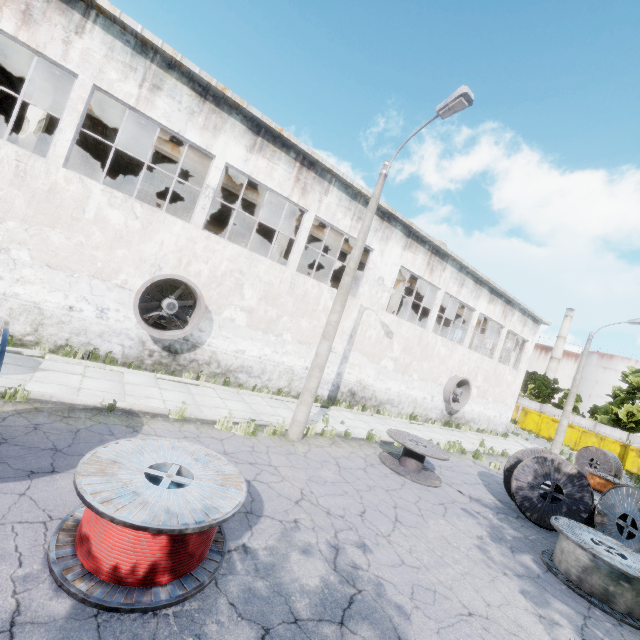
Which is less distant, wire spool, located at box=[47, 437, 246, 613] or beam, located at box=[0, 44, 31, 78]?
wire spool, located at box=[47, 437, 246, 613]

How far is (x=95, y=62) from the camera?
9.31m

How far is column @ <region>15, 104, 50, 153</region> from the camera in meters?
10.8

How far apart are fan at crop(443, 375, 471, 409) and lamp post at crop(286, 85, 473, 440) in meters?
13.3

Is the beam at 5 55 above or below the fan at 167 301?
above

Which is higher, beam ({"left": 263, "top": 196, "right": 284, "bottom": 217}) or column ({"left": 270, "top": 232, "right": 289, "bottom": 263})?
beam ({"left": 263, "top": 196, "right": 284, "bottom": 217})

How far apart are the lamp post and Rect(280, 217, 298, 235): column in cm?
672

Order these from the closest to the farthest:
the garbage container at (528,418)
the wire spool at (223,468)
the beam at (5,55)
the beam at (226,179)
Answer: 1. the wire spool at (223,468)
2. the beam at (5,55)
3. the beam at (226,179)
4. the garbage container at (528,418)
